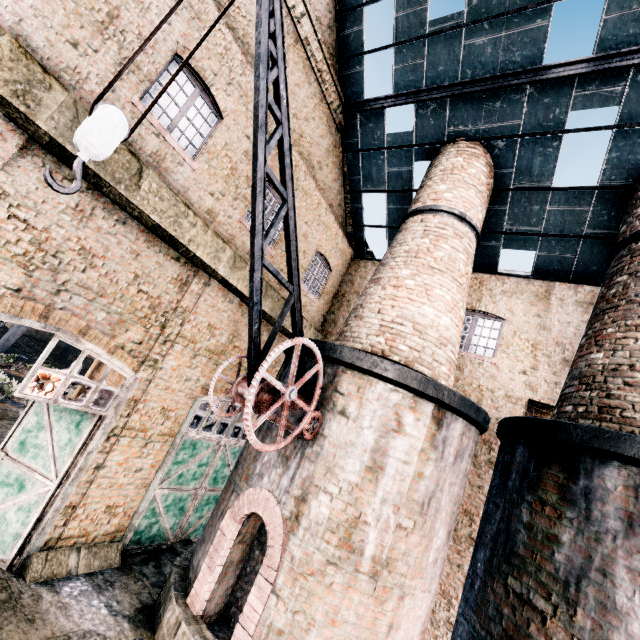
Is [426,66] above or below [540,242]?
above

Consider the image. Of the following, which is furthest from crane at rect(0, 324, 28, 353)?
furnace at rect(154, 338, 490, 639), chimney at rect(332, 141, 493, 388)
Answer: chimney at rect(332, 141, 493, 388)

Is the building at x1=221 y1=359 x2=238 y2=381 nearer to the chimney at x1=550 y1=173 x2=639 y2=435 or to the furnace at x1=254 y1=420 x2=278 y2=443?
the chimney at x1=550 y1=173 x2=639 y2=435

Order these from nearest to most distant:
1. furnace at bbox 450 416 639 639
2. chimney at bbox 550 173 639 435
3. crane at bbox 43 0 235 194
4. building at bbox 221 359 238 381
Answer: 1. crane at bbox 43 0 235 194
2. furnace at bbox 450 416 639 639
3. chimney at bbox 550 173 639 435
4. building at bbox 221 359 238 381

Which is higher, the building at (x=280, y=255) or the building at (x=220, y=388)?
the building at (x=280, y=255)

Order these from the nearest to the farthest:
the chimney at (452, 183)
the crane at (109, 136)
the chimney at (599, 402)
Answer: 1. the crane at (109, 136)
2. the chimney at (599, 402)
3. the chimney at (452, 183)

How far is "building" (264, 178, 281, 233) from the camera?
10.9 meters
